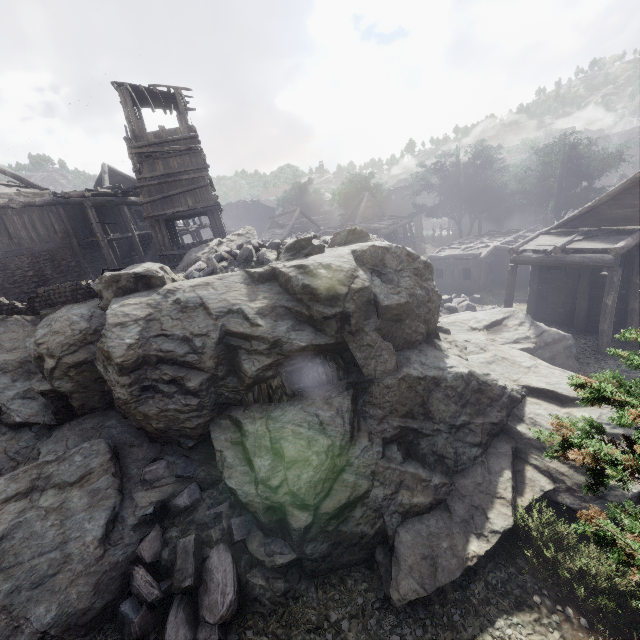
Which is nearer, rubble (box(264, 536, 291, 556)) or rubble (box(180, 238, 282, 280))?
rubble (box(264, 536, 291, 556))

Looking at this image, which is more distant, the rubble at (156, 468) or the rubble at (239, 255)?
the rubble at (239, 255)

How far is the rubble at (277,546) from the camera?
7.0m

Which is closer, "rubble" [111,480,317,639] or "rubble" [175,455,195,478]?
"rubble" [111,480,317,639]

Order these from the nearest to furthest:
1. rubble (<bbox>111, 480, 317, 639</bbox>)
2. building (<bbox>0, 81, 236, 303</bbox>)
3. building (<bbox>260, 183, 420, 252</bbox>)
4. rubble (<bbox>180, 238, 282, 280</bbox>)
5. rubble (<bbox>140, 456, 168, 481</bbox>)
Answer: rubble (<bbox>111, 480, 317, 639</bbox>) < rubble (<bbox>140, 456, 168, 481</bbox>) < rubble (<bbox>180, 238, 282, 280</bbox>) < building (<bbox>0, 81, 236, 303</bbox>) < building (<bbox>260, 183, 420, 252</bbox>)

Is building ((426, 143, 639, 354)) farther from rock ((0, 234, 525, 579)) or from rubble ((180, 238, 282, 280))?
rubble ((180, 238, 282, 280))

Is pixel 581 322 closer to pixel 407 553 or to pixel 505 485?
pixel 505 485

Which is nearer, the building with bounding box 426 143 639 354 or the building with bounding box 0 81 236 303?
the building with bounding box 426 143 639 354
